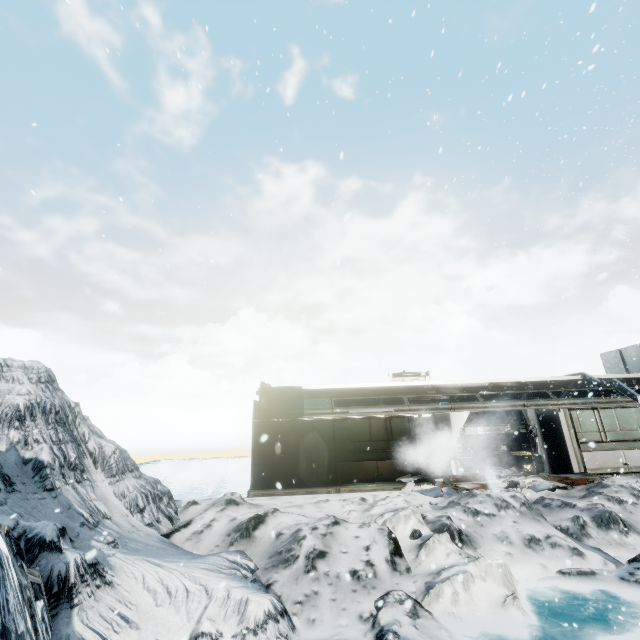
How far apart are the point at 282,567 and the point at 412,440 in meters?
8.4 m

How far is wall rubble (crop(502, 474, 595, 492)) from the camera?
11.8 meters

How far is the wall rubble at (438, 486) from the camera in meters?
12.0 m

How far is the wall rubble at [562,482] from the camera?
11.84m

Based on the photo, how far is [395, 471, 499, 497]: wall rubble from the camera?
12.0m
